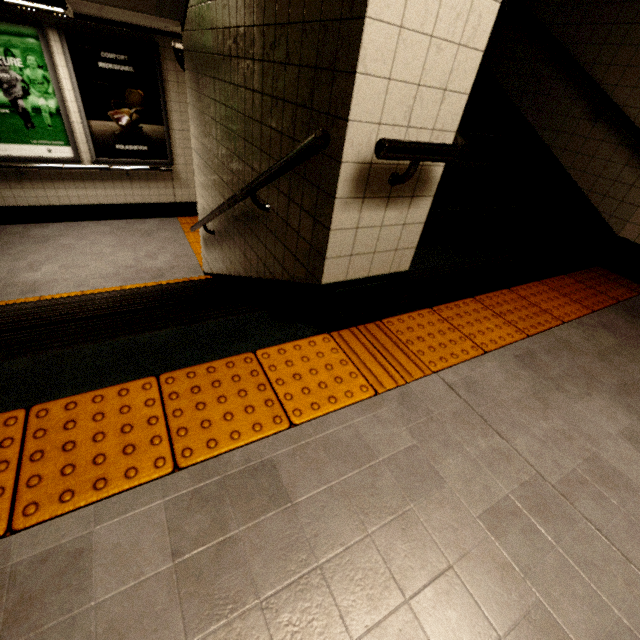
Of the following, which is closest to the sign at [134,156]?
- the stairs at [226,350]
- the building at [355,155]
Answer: the stairs at [226,350]

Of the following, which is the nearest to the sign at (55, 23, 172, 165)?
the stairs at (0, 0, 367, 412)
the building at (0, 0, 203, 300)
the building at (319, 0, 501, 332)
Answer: the building at (0, 0, 203, 300)

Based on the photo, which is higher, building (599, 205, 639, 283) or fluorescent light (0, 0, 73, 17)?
fluorescent light (0, 0, 73, 17)

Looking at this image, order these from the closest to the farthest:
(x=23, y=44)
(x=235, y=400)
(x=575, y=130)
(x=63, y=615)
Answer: (x=63, y=615)
(x=235, y=400)
(x=575, y=130)
(x=23, y=44)

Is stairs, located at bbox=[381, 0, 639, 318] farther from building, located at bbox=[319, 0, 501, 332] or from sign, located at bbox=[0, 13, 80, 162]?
sign, located at bbox=[0, 13, 80, 162]

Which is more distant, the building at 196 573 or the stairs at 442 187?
the stairs at 442 187

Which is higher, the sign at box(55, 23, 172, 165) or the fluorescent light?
the fluorescent light

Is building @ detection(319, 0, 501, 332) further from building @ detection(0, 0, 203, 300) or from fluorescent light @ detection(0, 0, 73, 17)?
fluorescent light @ detection(0, 0, 73, 17)
